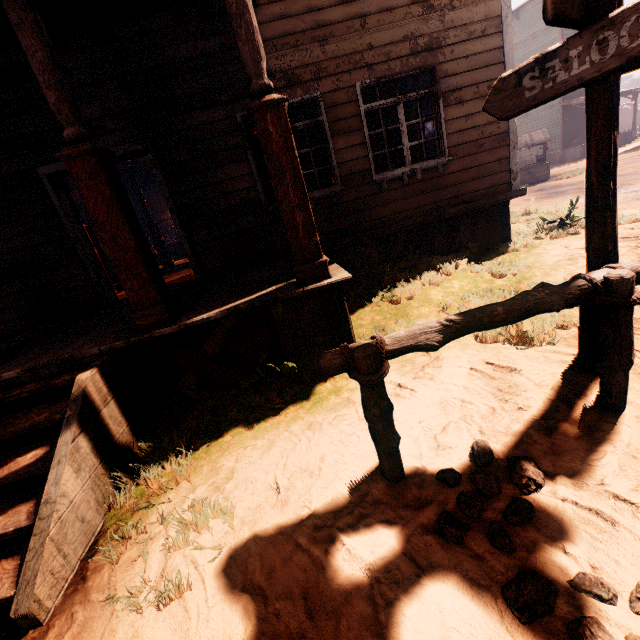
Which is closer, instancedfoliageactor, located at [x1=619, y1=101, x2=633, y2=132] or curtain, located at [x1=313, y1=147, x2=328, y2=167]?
curtain, located at [x1=313, y1=147, x2=328, y2=167]

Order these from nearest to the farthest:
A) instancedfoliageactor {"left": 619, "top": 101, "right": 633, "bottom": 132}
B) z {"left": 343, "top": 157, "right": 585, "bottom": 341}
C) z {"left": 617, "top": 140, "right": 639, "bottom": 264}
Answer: z {"left": 343, "top": 157, "right": 585, "bottom": 341}
z {"left": 617, "top": 140, "right": 639, "bottom": 264}
instancedfoliageactor {"left": 619, "top": 101, "right": 633, "bottom": 132}

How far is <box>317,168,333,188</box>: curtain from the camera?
5.71m

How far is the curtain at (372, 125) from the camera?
5.53m

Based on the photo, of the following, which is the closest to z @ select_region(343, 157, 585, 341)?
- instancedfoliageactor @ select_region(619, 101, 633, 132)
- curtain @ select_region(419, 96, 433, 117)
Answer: curtain @ select_region(419, 96, 433, 117)

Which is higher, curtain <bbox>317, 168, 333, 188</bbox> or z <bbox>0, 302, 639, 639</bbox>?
curtain <bbox>317, 168, 333, 188</bbox>

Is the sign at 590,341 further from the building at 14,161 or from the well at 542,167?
the well at 542,167

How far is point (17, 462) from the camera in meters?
2.5
